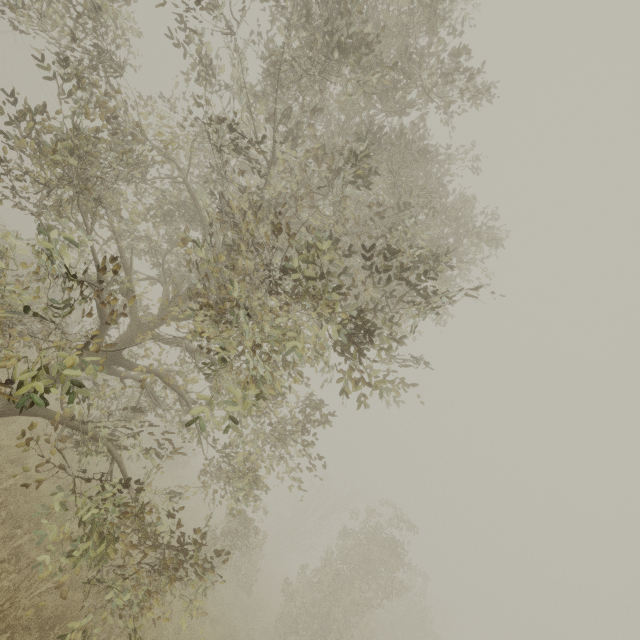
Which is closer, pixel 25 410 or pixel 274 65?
pixel 25 410
